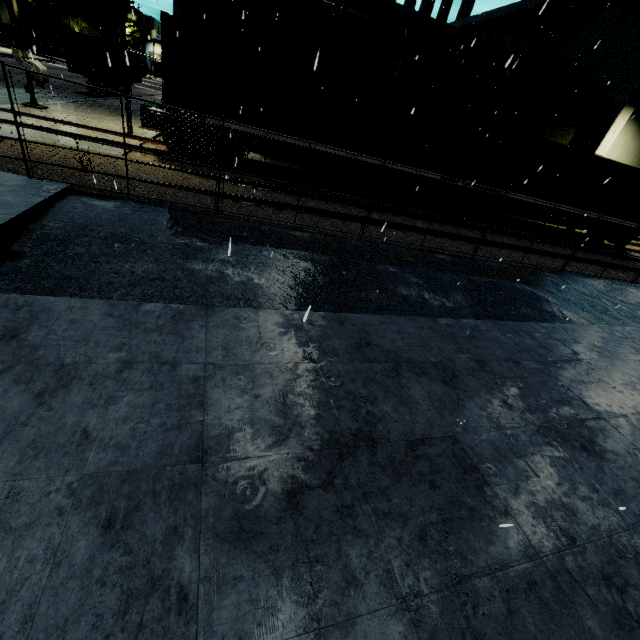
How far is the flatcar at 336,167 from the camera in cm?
1289

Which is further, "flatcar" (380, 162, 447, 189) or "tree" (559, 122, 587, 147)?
"tree" (559, 122, 587, 147)

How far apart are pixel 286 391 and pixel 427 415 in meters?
1.7 m

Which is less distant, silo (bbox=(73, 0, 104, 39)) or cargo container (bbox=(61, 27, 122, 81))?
cargo container (bbox=(61, 27, 122, 81))

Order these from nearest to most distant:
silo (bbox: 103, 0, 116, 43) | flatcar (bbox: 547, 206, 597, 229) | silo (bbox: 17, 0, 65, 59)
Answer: flatcar (bbox: 547, 206, 597, 229) < silo (bbox: 17, 0, 65, 59) < silo (bbox: 103, 0, 116, 43)

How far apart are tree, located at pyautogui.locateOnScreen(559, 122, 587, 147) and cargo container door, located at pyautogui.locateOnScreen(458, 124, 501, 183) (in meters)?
15.02

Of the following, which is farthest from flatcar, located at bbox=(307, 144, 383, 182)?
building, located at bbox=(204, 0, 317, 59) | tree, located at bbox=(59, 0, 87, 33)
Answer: tree, located at bbox=(59, 0, 87, 33)

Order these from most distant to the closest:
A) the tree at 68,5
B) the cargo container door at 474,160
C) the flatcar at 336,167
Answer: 1. the tree at 68,5
2. the cargo container door at 474,160
3. the flatcar at 336,167
